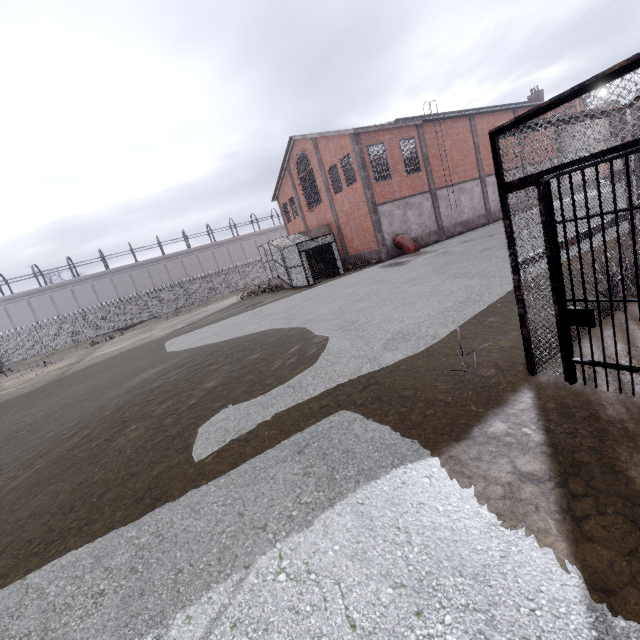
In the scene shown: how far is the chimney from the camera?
33.5 meters

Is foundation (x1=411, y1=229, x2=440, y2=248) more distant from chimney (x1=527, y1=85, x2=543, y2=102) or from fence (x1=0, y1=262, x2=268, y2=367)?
fence (x1=0, y1=262, x2=268, y2=367)

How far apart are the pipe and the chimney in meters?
25.4

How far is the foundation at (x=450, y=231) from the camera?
26.3m

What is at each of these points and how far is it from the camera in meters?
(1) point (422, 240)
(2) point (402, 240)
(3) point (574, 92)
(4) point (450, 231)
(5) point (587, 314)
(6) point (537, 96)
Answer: (1) foundation, 25.1
(2) pipe, 23.1
(3) cage, 2.7
(4) foundation, 26.4
(5) metal bar, 3.2
(6) chimney, 33.6

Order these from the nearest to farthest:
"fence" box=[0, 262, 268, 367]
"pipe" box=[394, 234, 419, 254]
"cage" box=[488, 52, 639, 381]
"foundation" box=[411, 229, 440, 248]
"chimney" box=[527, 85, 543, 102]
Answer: "cage" box=[488, 52, 639, 381]
"pipe" box=[394, 234, 419, 254]
"foundation" box=[411, 229, 440, 248]
"chimney" box=[527, 85, 543, 102]
"fence" box=[0, 262, 268, 367]

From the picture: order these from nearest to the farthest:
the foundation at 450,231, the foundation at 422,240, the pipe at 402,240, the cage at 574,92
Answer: the cage at 574,92
the pipe at 402,240
the foundation at 422,240
the foundation at 450,231

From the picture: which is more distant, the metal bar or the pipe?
the pipe
